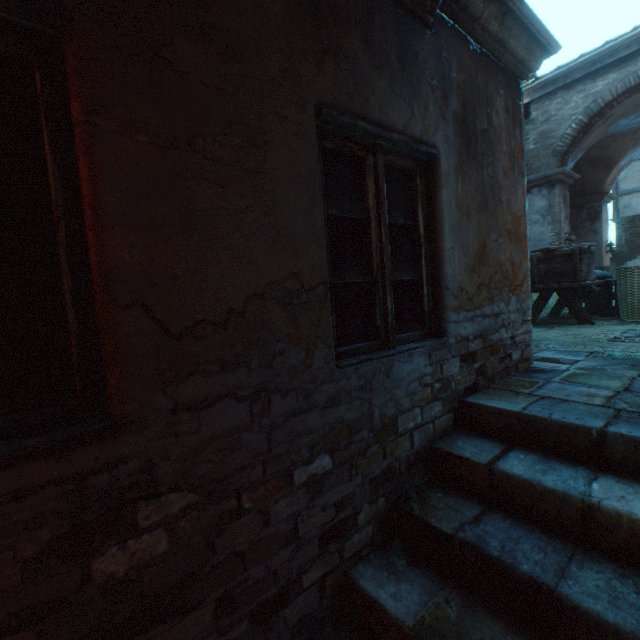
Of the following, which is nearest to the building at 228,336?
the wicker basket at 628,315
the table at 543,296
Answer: the table at 543,296

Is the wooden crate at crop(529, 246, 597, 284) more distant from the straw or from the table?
the straw

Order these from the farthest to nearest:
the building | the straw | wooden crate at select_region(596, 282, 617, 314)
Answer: wooden crate at select_region(596, 282, 617, 314)
the straw
the building

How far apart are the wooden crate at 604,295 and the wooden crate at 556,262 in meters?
1.5 m

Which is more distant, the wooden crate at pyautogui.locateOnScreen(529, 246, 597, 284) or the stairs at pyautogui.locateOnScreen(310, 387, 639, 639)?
the wooden crate at pyautogui.locateOnScreen(529, 246, 597, 284)

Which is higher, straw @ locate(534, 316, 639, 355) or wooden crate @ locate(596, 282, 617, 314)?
wooden crate @ locate(596, 282, 617, 314)

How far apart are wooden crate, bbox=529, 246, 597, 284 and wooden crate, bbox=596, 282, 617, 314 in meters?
1.5 m

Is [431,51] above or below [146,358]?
above
